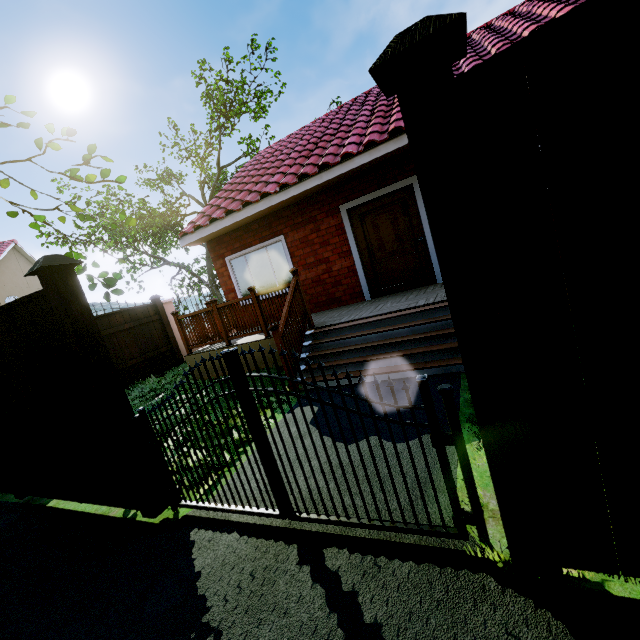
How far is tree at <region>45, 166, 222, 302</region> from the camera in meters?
2.0 m

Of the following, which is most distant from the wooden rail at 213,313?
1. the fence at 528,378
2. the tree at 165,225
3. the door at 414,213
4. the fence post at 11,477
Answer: the tree at 165,225

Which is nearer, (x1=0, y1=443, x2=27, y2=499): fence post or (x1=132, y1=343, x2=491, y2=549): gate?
(x1=132, y1=343, x2=491, y2=549): gate

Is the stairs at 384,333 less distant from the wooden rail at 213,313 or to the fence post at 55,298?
the wooden rail at 213,313

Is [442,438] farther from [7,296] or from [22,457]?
[7,296]

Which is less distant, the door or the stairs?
the stairs

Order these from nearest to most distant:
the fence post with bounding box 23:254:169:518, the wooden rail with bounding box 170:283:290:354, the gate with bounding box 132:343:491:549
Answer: the gate with bounding box 132:343:491:549 < the fence post with bounding box 23:254:169:518 < the wooden rail with bounding box 170:283:290:354

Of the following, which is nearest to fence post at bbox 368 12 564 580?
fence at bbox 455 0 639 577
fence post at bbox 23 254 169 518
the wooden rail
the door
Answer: fence at bbox 455 0 639 577
